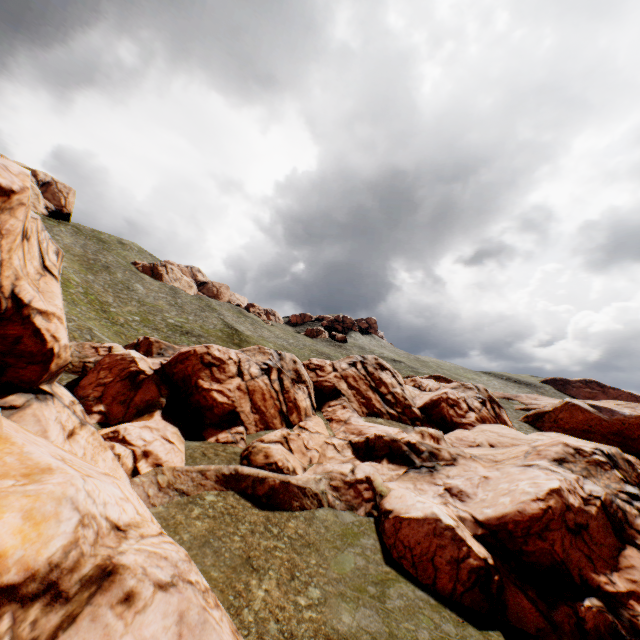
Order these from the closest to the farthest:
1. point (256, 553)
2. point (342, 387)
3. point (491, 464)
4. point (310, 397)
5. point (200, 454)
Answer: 1. point (256, 553)
2. point (200, 454)
3. point (491, 464)
4. point (310, 397)
5. point (342, 387)
